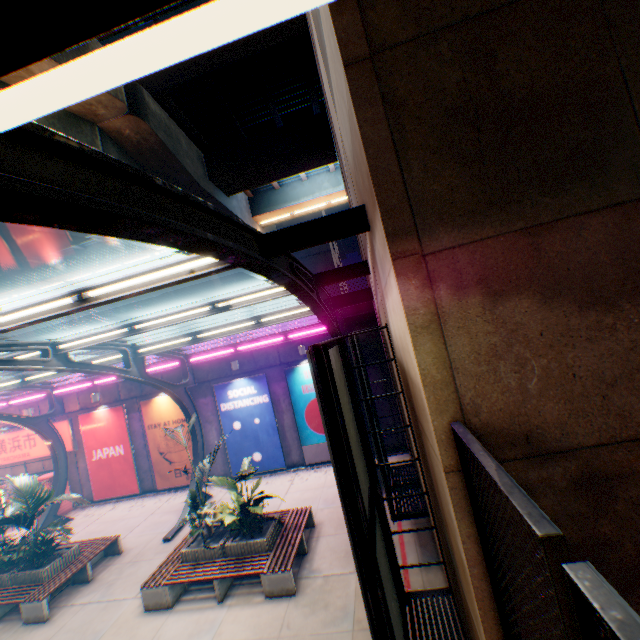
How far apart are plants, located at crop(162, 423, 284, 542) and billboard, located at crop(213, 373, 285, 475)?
5.5 meters

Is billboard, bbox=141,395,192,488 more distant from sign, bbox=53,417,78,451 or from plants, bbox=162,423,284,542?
plants, bbox=162,423,284,542

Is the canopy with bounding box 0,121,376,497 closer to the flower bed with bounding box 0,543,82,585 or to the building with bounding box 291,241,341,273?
the flower bed with bounding box 0,543,82,585

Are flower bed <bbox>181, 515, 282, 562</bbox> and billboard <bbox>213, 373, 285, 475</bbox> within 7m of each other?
yes

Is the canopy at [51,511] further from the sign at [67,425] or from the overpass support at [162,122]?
the overpass support at [162,122]

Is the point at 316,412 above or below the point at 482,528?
below

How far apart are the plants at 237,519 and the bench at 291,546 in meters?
1.4

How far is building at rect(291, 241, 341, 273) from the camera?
35.41m
